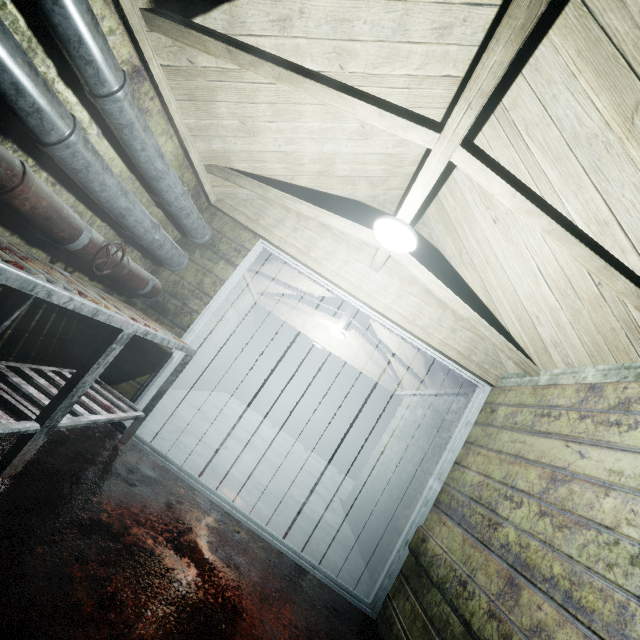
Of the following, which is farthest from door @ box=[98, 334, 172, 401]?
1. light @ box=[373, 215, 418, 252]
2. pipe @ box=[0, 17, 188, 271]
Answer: light @ box=[373, 215, 418, 252]

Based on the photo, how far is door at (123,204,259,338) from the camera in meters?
2.8

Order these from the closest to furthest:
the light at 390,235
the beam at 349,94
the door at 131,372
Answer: the beam at 349,94 → the light at 390,235 → the door at 131,372

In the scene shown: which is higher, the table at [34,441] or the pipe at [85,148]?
the pipe at [85,148]

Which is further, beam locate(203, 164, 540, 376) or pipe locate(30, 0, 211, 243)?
beam locate(203, 164, 540, 376)

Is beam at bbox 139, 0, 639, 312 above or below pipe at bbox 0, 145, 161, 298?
above

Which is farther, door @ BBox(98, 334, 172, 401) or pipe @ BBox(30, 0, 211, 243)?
door @ BBox(98, 334, 172, 401)

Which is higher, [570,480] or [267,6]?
[267,6]
